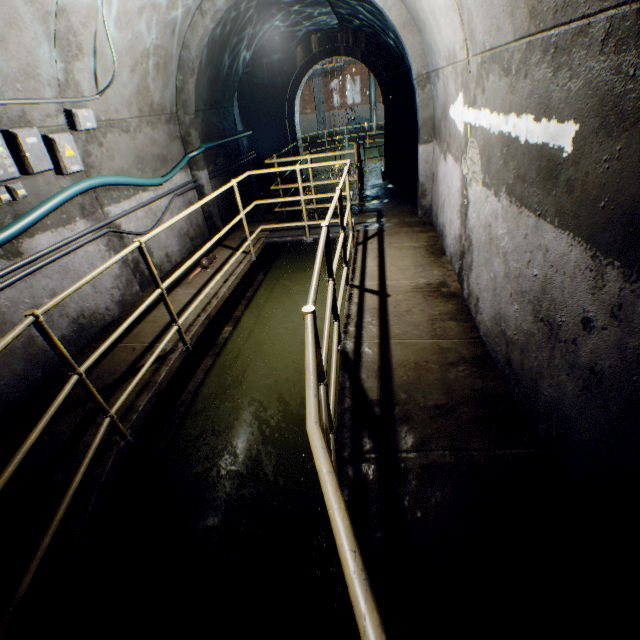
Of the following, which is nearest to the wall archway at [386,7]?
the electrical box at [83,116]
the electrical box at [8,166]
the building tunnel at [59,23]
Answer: the building tunnel at [59,23]

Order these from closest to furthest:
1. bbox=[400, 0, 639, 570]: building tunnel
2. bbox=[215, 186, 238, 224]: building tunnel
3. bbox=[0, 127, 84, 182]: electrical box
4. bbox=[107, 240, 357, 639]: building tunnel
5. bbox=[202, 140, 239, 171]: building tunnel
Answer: bbox=[400, 0, 639, 570]: building tunnel < bbox=[107, 240, 357, 639]: building tunnel < bbox=[0, 127, 84, 182]: electrical box < bbox=[202, 140, 239, 171]: building tunnel < bbox=[215, 186, 238, 224]: building tunnel

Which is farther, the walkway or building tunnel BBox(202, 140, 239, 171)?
building tunnel BBox(202, 140, 239, 171)

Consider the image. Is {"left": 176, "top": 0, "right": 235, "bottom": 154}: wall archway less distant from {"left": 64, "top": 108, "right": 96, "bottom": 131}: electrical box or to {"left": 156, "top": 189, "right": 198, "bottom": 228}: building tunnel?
{"left": 156, "top": 189, "right": 198, "bottom": 228}: building tunnel

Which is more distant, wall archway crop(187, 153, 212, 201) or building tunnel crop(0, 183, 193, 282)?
wall archway crop(187, 153, 212, 201)

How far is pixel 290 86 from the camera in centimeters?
1112cm

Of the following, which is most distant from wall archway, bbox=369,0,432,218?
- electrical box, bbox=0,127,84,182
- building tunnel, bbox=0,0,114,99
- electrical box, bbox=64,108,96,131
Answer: electrical box, bbox=0,127,84,182

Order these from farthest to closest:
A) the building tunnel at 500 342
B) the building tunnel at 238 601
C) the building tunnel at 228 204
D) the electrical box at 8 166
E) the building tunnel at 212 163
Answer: the building tunnel at 228 204 < the building tunnel at 212 163 < the electrical box at 8 166 < the building tunnel at 238 601 < the building tunnel at 500 342
